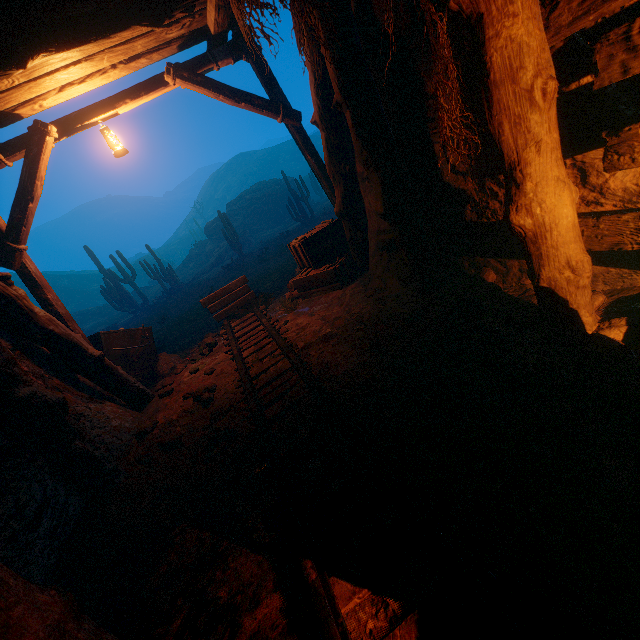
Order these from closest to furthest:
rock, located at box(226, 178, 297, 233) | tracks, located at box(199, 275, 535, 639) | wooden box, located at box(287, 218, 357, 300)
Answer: tracks, located at box(199, 275, 535, 639) < wooden box, located at box(287, 218, 357, 300) < rock, located at box(226, 178, 297, 233)

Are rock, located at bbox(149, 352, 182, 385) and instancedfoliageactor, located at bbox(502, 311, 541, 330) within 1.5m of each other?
no

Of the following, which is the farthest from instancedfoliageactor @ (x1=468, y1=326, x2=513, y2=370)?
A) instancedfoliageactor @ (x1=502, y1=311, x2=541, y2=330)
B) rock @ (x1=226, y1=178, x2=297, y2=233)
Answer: rock @ (x1=226, y1=178, x2=297, y2=233)

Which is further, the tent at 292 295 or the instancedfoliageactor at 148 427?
the tent at 292 295

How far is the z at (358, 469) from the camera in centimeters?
242cm

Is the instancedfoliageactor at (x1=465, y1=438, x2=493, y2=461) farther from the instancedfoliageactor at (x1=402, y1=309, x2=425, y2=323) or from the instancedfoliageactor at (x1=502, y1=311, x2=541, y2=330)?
the instancedfoliageactor at (x1=402, y1=309, x2=425, y2=323)

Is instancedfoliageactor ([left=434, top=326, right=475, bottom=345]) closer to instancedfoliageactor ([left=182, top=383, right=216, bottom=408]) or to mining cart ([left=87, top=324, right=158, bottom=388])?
instancedfoliageactor ([left=182, top=383, right=216, bottom=408])

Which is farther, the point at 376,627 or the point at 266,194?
the point at 266,194
